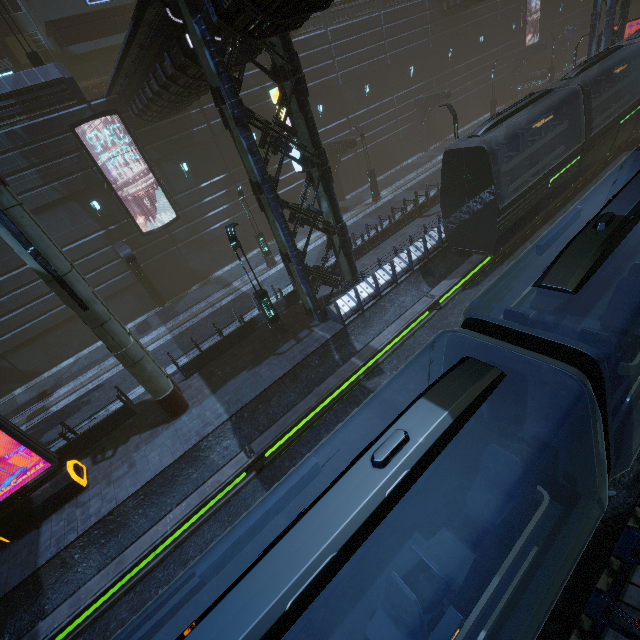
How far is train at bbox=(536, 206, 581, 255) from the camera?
6.9m

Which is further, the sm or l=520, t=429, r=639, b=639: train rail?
the sm

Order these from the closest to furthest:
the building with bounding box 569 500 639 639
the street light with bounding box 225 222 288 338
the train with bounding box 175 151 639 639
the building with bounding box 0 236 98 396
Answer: the train with bounding box 175 151 639 639, the building with bounding box 569 500 639 639, the street light with bounding box 225 222 288 338, the building with bounding box 0 236 98 396

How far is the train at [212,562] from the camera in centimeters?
392cm

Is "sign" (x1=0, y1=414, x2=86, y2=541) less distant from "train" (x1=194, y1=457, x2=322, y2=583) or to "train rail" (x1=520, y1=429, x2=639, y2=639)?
"train rail" (x1=520, y1=429, x2=639, y2=639)

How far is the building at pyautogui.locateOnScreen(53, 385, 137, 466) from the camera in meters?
12.8

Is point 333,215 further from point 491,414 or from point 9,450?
point 9,450

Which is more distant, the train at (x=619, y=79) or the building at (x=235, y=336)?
the building at (x=235, y=336)
